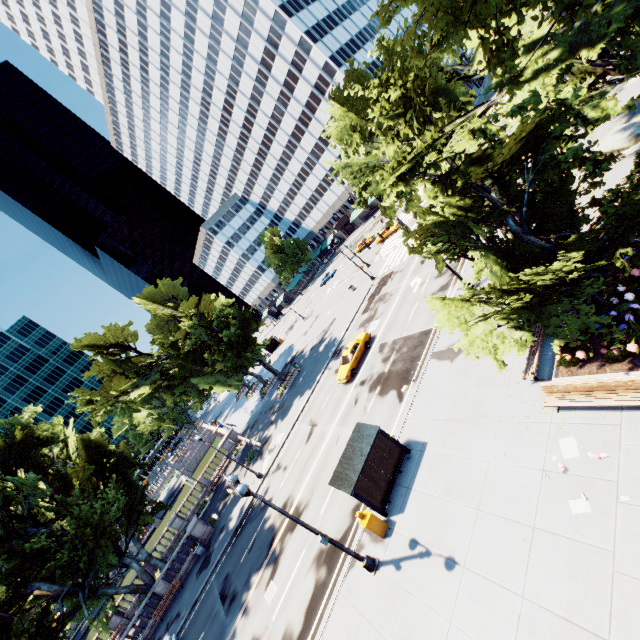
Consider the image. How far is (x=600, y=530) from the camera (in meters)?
8.54

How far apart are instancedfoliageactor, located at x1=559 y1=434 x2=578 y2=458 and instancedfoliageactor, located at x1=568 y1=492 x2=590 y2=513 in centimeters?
111cm

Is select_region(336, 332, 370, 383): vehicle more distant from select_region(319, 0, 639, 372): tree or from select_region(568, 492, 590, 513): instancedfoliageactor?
select_region(568, 492, 590, 513): instancedfoliageactor

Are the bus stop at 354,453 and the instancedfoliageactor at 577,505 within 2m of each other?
no

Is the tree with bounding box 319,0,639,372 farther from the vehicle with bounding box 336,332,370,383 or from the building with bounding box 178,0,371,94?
the vehicle with bounding box 336,332,370,383

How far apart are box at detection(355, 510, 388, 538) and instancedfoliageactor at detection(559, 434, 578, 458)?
7.88m

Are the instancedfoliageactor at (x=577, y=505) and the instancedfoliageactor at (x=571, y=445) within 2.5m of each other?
yes

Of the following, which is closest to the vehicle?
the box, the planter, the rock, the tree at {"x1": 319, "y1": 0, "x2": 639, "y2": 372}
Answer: the tree at {"x1": 319, "y1": 0, "x2": 639, "y2": 372}
